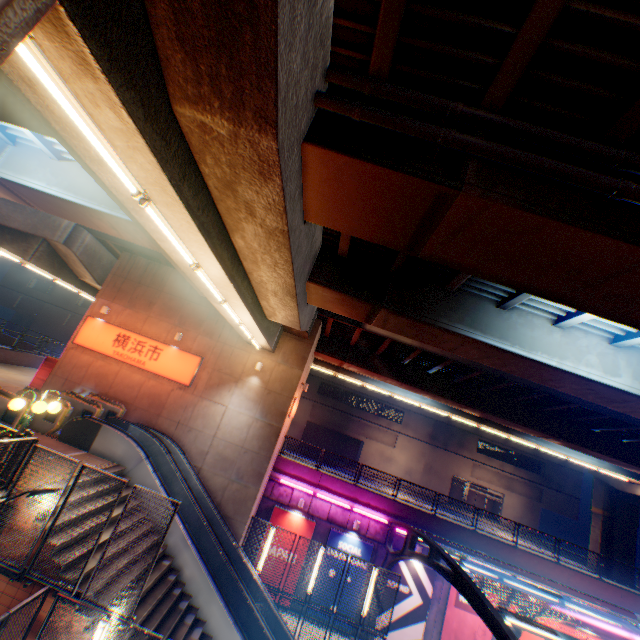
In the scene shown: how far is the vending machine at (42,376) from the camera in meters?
16.6

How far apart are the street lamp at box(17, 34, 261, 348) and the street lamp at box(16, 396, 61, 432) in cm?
456

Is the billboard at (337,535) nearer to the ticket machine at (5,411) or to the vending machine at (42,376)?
the ticket machine at (5,411)

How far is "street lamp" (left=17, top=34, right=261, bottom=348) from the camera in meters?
3.1

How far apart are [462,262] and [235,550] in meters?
15.3

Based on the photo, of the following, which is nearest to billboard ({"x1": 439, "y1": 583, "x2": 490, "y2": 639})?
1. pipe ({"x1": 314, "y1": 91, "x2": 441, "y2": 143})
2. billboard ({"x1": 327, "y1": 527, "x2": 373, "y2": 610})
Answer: billboard ({"x1": 327, "y1": 527, "x2": 373, "y2": 610})

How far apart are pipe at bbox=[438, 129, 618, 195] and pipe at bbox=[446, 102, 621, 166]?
0.3m

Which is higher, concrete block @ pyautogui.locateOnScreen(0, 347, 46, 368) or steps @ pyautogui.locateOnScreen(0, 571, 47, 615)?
concrete block @ pyautogui.locateOnScreen(0, 347, 46, 368)
